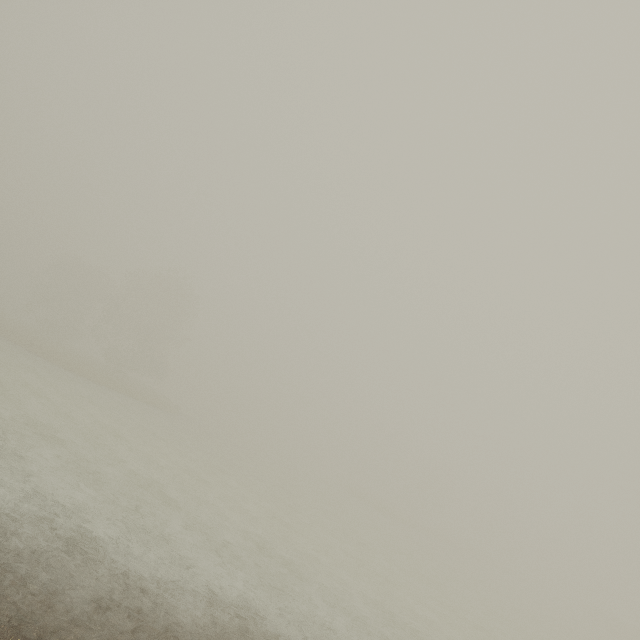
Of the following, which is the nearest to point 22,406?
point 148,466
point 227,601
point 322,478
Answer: point 148,466
